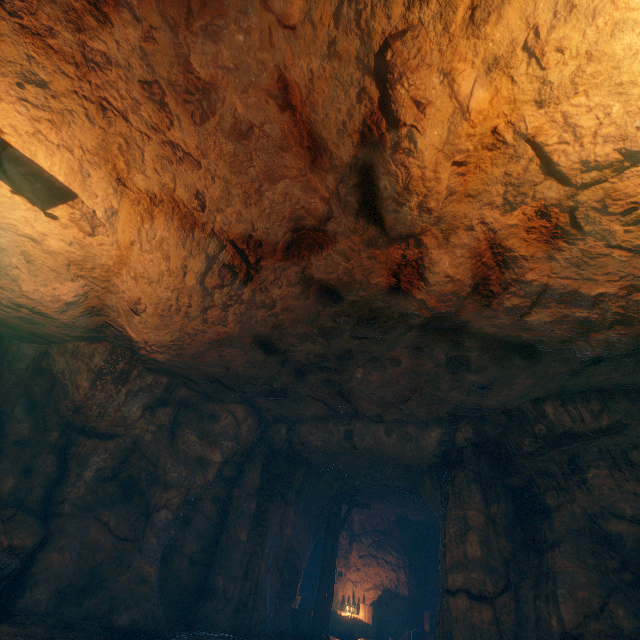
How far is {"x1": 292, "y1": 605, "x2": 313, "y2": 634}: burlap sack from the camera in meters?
10.6

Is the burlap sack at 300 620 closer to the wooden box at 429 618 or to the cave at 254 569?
the cave at 254 569

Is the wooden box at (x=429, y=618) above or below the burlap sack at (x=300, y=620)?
above

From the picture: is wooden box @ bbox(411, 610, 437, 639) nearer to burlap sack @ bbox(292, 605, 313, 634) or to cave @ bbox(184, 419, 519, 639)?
cave @ bbox(184, 419, 519, 639)

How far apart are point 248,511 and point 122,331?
6.27m

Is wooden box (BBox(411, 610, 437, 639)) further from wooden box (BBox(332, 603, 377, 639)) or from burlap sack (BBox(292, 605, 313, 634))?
burlap sack (BBox(292, 605, 313, 634))

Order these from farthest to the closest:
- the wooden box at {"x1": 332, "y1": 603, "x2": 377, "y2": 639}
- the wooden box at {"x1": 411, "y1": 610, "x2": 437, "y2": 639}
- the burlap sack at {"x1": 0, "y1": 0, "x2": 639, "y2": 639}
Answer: the wooden box at {"x1": 332, "y1": 603, "x2": 377, "y2": 639}, the wooden box at {"x1": 411, "y1": 610, "x2": 437, "y2": 639}, the burlap sack at {"x1": 0, "y1": 0, "x2": 639, "y2": 639}
